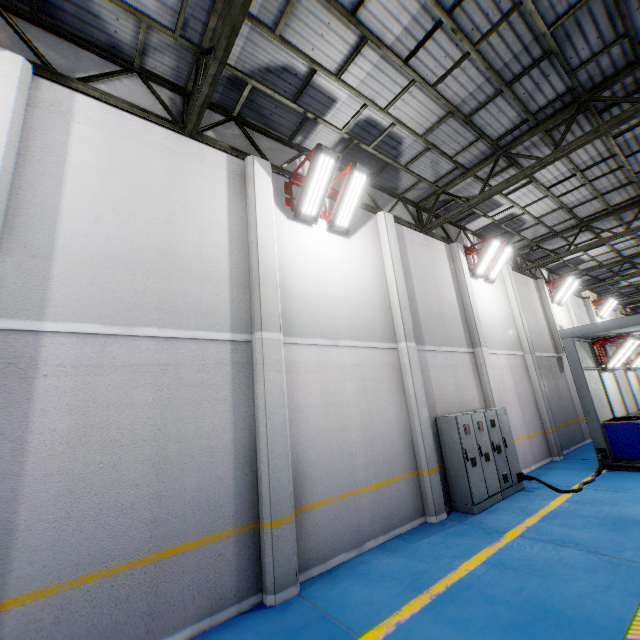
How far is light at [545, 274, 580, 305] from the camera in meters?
16.5 m

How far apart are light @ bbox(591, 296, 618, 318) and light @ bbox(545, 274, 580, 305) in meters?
7.5 m

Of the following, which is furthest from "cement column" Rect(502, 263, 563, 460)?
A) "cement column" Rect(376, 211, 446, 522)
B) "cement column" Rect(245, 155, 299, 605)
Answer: "cement column" Rect(245, 155, 299, 605)

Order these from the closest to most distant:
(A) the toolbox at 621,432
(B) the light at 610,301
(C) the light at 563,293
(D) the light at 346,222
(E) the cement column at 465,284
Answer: (D) the light at 346,222 < (A) the toolbox at 621,432 < (E) the cement column at 465,284 < (C) the light at 563,293 < (B) the light at 610,301

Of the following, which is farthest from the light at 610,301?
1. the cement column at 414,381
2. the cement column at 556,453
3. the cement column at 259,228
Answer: the cement column at 259,228

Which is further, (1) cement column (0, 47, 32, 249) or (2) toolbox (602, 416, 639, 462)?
(2) toolbox (602, 416, 639, 462)

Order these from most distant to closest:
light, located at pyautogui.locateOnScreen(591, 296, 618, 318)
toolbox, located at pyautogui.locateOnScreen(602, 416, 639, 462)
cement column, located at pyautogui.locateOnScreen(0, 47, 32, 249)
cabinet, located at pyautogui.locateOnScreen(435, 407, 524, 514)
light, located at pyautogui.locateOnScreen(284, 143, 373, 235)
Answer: light, located at pyautogui.locateOnScreen(591, 296, 618, 318) < toolbox, located at pyautogui.locateOnScreen(602, 416, 639, 462) < cabinet, located at pyautogui.locateOnScreen(435, 407, 524, 514) < light, located at pyautogui.locateOnScreen(284, 143, 373, 235) < cement column, located at pyautogui.locateOnScreen(0, 47, 32, 249)

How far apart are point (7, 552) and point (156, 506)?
1.5 meters
